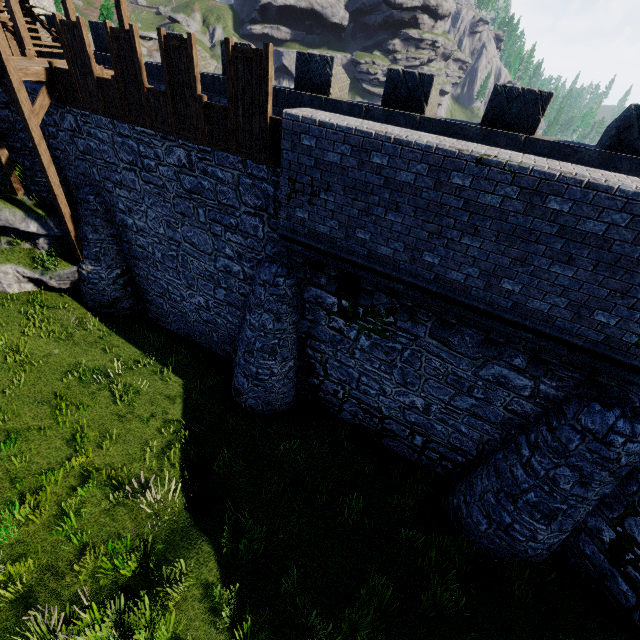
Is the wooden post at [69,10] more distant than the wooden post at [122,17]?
Yes

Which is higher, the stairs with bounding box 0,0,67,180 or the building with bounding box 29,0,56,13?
the building with bounding box 29,0,56,13

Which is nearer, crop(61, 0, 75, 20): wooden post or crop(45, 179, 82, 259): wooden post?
crop(45, 179, 82, 259): wooden post

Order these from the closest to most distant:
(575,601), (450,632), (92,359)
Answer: (450,632), (575,601), (92,359)

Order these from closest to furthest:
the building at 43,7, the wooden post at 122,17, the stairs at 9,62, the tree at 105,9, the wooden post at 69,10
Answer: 1. the stairs at 9,62
2. the wooden post at 122,17
3. the wooden post at 69,10
4. the building at 43,7
5. the tree at 105,9

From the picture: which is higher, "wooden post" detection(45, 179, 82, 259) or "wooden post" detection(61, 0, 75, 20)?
"wooden post" detection(61, 0, 75, 20)

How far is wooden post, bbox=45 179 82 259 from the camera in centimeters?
1096cm

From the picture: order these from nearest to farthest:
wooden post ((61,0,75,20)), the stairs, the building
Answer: the stairs < wooden post ((61,0,75,20)) < the building
